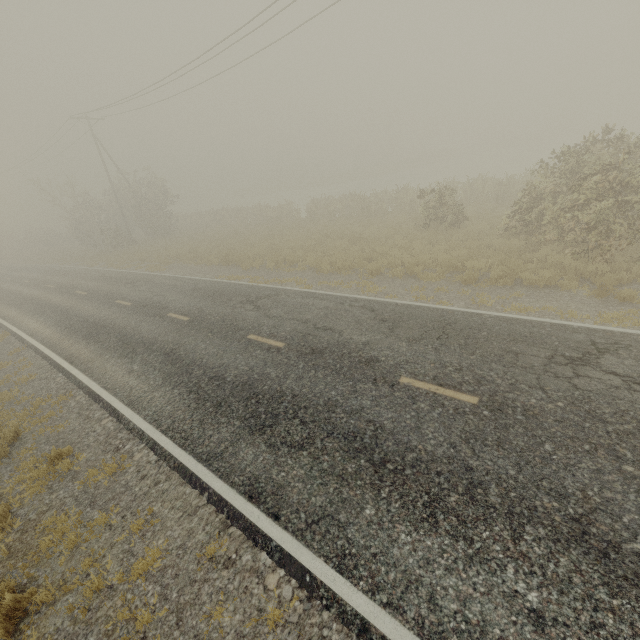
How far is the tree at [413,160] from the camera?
54.2 meters

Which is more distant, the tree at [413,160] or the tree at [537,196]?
the tree at [413,160]

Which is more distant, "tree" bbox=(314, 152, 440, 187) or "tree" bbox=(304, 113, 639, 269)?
"tree" bbox=(314, 152, 440, 187)

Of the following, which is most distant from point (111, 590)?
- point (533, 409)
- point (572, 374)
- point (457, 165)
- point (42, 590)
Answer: point (457, 165)

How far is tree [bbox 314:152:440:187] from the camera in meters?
54.2
